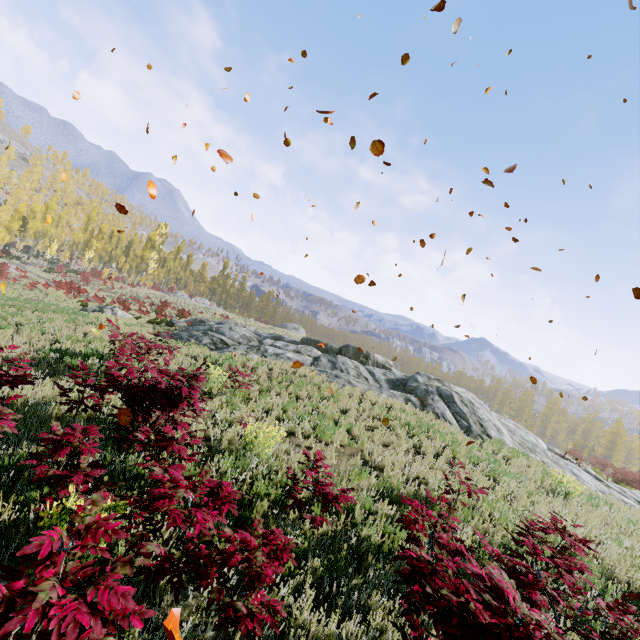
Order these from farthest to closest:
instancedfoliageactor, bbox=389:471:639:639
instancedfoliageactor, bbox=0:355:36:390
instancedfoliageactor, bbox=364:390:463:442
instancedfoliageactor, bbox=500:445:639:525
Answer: instancedfoliageactor, bbox=364:390:463:442 → instancedfoliageactor, bbox=500:445:639:525 → instancedfoliageactor, bbox=0:355:36:390 → instancedfoliageactor, bbox=389:471:639:639

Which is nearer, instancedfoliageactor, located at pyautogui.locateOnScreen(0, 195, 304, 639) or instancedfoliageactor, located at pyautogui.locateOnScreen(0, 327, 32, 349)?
instancedfoliageactor, located at pyautogui.locateOnScreen(0, 195, 304, 639)

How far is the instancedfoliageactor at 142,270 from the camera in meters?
51.4 m

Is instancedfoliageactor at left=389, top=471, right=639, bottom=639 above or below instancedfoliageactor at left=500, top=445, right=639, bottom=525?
above

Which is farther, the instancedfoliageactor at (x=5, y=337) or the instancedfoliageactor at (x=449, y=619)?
the instancedfoliageactor at (x=5, y=337)

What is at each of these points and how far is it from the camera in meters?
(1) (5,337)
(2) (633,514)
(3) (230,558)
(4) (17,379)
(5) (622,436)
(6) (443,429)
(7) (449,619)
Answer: (1) instancedfoliageactor, 10.7
(2) instancedfoliageactor, 11.3
(3) instancedfoliageactor, 2.6
(4) instancedfoliageactor, 5.5
(5) instancedfoliageactor, 55.0
(6) instancedfoliageactor, 12.6
(7) instancedfoliageactor, 2.1

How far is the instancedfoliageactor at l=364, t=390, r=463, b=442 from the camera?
11.45m
